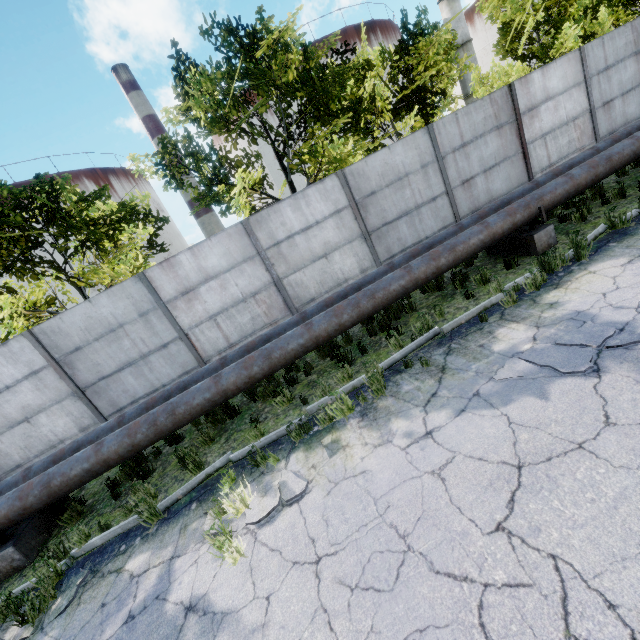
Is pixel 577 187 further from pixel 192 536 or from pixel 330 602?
pixel 192 536

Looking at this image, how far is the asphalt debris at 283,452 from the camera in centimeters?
499cm

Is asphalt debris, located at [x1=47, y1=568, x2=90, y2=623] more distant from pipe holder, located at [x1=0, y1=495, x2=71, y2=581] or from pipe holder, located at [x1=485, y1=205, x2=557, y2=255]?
pipe holder, located at [x1=485, y1=205, x2=557, y2=255]

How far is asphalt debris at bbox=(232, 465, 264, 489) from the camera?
5.04m

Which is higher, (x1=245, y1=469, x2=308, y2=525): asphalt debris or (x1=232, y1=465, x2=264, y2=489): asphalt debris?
(x1=245, y1=469, x2=308, y2=525): asphalt debris

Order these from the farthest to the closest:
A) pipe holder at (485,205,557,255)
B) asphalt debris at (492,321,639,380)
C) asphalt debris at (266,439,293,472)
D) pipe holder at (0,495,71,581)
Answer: pipe holder at (485,205,557,255) → pipe holder at (0,495,71,581) → asphalt debris at (266,439,293,472) → asphalt debris at (492,321,639,380)

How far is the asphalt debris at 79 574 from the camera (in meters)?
4.42

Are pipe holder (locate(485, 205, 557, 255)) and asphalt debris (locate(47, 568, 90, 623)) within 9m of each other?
no
